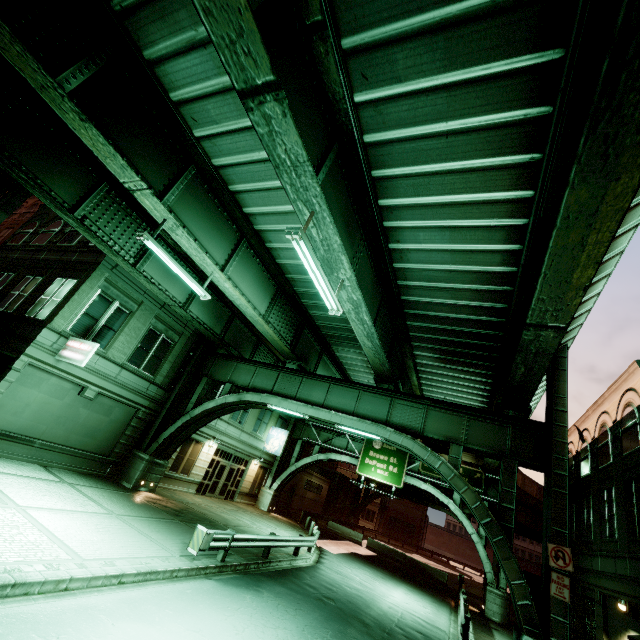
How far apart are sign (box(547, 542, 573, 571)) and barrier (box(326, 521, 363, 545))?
28.6 meters

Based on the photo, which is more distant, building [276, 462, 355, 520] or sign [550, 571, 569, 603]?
building [276, 462, 355, 520]

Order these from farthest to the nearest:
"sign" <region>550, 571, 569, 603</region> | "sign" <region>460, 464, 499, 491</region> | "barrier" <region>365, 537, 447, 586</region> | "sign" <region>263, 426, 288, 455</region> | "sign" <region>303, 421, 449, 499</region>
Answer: "sign" <region>263, 426, 288, 455</region> → "barrier" <region>365, 537, 447, 586</region> → "sign" <region>303, 421, 449, 499</region> → "sign" <region>460, 464, 499, 491</region> → "sign" <region>550, 571, 569, 603</region>

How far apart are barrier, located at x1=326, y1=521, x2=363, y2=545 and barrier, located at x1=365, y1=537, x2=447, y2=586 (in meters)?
4.77

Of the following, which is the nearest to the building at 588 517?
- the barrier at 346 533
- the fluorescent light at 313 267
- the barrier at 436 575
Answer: the barrier at 436 575

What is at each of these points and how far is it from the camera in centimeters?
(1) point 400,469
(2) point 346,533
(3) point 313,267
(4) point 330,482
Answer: (1) sign, 2761cm
(2) barrier, 3488cm
(3) fluorescent light, 815cm
(4) building, 4647cm

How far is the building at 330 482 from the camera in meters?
36.8 m

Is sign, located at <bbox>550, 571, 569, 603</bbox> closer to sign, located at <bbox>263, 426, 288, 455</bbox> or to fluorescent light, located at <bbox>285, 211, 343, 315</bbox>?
fluorescent light, located at <bbox>285, 211, 343, 315</bbox>
